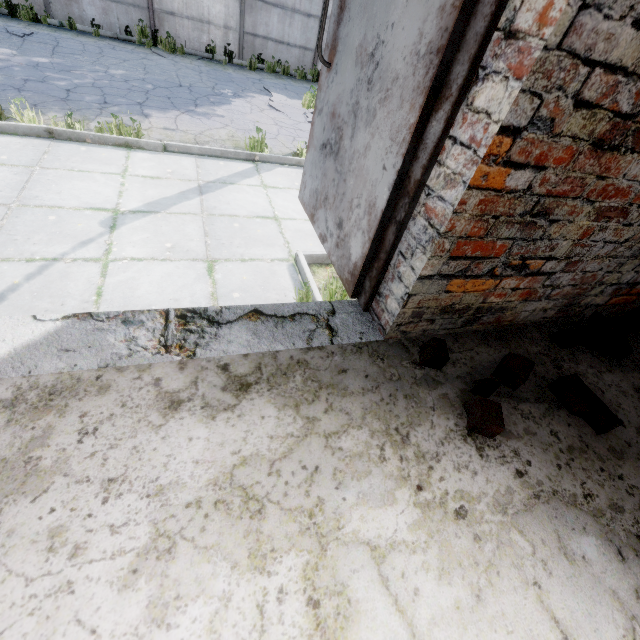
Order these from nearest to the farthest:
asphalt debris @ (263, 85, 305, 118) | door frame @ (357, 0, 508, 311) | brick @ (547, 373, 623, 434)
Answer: door frame @ (357, 0, 508, 311) < brick @ (547, 373, 623, 434) < asphalt debris @ (263, 85, 305, 118)

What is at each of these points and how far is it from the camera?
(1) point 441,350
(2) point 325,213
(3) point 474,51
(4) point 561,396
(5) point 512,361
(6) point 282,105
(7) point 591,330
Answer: (1) brick, 1.5 meters
(2) door, 2.0 meters
(3) door frame, 1.0 meters
(4) brick, 1.6 meters
(5) brick, 1.6 meters
(6) asphalt debris, 8.9 meters
(7) brick, 1.9 meters

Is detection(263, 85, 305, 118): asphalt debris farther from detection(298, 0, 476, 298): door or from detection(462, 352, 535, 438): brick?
detection(462, 352, 535, 438): brick

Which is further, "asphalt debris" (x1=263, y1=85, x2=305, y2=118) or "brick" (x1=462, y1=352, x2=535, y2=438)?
"asphalt debris" (x1=263, y1=85, x2=305, y2=118)

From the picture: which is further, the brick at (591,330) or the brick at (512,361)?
the brick at (591,330)

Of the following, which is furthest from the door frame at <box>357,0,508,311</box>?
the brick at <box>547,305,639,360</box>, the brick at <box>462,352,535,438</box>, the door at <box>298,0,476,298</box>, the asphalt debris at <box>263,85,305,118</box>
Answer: the asphalt debris at <box>263,85,305,118</box>

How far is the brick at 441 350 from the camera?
1.50m

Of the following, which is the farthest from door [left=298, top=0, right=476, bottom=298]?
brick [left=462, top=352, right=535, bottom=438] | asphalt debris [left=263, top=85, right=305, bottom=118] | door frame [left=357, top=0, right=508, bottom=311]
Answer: asphalt debris [left=263, top=85, right=305, bottom=118]
